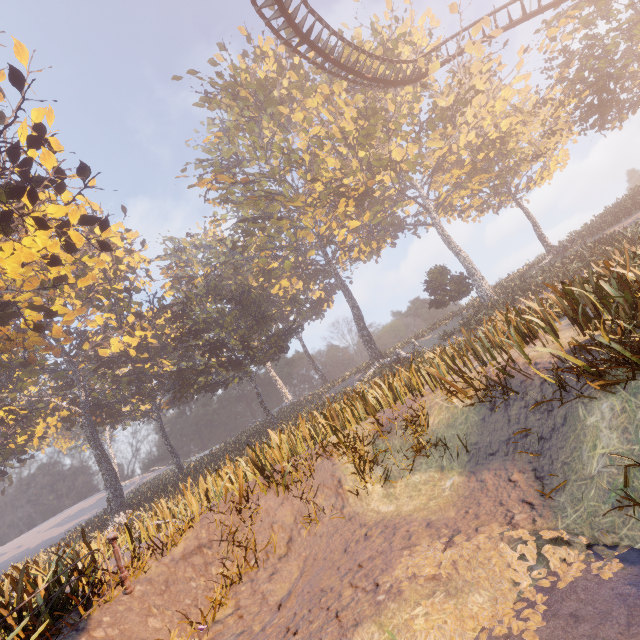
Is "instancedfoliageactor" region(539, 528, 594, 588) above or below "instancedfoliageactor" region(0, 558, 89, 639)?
below

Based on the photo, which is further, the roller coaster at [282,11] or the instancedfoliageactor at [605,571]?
the roller coaster at [282,11]

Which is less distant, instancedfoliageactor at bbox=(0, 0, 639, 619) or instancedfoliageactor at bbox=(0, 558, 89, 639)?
instancedfoliageactor at bbox=(0, 558, 89, 639)

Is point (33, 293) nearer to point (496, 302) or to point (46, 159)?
point (46, 159)

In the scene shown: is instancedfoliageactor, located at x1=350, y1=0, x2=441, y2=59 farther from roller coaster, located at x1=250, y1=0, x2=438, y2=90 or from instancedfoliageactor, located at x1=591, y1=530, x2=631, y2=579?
instancedfoliageactor, located at x1=591, y1=530, x2=631, y2=579

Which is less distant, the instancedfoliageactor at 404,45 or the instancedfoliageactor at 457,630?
the instancedfoliageactor at 457,630

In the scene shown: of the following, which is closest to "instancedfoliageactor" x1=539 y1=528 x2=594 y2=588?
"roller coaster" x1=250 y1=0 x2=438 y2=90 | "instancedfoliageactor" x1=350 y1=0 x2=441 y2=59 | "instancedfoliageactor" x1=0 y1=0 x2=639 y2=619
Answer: "instancedfoliageactor" x1=0 y1=0 x2=639 y2=619

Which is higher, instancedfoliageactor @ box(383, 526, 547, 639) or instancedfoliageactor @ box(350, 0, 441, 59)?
instancedfoliageactor @ box(350, 0, 441, 59)
